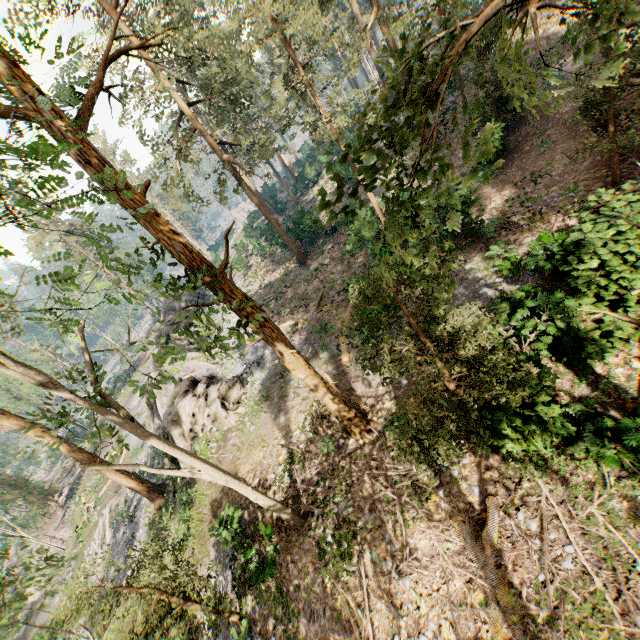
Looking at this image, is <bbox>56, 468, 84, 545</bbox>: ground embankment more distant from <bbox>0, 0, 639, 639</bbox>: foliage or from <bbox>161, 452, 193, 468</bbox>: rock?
<bbox>161, 452, 193, 468</bbox>: rock

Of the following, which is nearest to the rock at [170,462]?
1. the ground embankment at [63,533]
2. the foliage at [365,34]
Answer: the foliage at [365,34]

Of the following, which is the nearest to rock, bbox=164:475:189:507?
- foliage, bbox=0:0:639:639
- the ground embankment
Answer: foliage, bbox=0:0:639:639

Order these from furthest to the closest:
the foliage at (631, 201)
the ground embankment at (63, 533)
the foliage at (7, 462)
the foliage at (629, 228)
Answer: the ground embankment at (63, 533) → the foliage at (7, 462) → the foliage at (629, 228) → the foliage at (631, 201)

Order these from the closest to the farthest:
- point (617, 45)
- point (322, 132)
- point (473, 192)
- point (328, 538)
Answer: point (617, 45), point (328, 538), point (322, 132), point (473, 192)

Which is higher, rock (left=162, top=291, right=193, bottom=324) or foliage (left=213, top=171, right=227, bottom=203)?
foliage (left=213, top=171, right=227, bottom=203)
